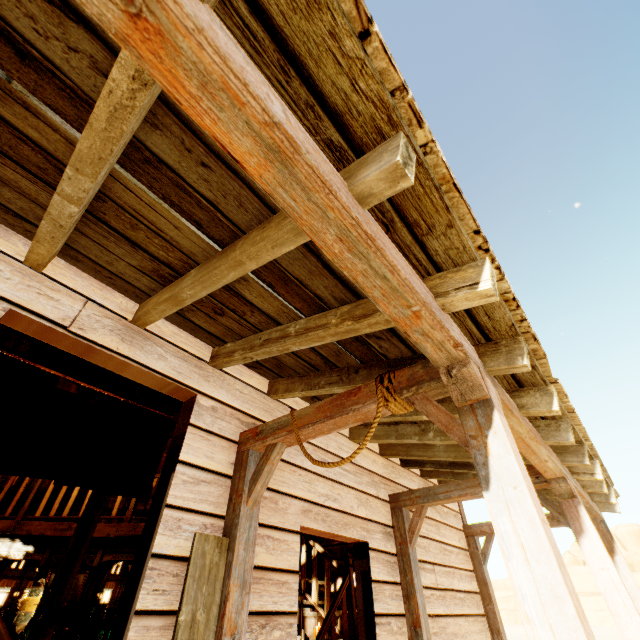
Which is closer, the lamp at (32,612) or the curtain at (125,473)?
the curtain at (125,473)

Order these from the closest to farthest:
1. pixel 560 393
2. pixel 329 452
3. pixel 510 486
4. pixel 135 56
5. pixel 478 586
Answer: pixel 135 56 → pixel 510 486 → pixel 560 393 → pixel 329 452 → pixel 478 586

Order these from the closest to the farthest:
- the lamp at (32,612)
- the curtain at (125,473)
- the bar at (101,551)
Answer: the curtain at (125,473) < the lamp at (32,612) < the bar at (101,551)

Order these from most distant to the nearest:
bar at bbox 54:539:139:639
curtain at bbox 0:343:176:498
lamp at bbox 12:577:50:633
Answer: bar at bbox 54:539:139:639 → lamp at bbox 12:577:50:633 → curtain at bbox 0:343:176:498

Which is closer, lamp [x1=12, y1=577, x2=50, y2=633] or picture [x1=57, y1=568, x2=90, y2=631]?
lamp [x1=12, y1=577, x2=50, y2=633]

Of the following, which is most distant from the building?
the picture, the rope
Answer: the picture

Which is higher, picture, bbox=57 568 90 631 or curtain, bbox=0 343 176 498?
curtain, bbox=0 343 176 498

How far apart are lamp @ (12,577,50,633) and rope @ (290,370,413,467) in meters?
3.6
